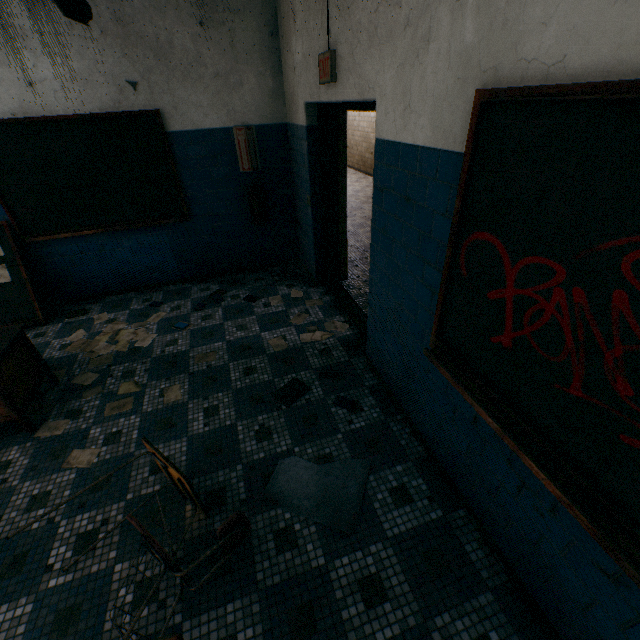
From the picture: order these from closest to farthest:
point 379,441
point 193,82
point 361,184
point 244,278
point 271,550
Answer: point 271,550, point 379,441, point 193,82, point 244,278, point 361,184

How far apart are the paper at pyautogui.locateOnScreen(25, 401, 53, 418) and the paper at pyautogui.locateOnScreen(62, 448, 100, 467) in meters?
0.7 m

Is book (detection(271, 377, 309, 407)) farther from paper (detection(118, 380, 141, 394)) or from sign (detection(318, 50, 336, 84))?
sign (detection(318, 50, 336, 84))

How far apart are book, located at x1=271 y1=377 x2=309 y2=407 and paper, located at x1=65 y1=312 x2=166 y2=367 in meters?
1.8 m

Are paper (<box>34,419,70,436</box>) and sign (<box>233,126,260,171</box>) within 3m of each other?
no

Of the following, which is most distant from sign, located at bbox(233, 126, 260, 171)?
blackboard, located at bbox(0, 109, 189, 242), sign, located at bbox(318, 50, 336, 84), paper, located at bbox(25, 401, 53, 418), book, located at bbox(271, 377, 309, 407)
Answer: paper, located at bbox(25, 401, 53, 418)

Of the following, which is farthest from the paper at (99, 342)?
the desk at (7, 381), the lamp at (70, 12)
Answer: the lamp at (70, 12)

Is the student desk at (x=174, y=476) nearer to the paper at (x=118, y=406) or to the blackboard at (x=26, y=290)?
the paper at (x=118, y=406)
